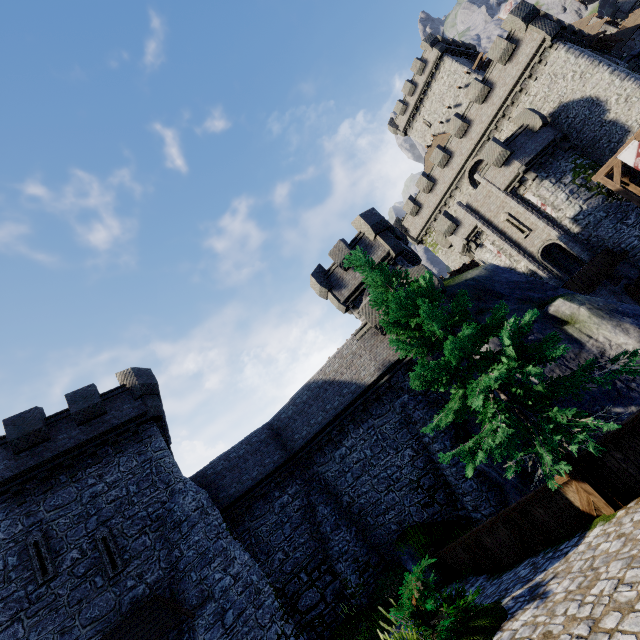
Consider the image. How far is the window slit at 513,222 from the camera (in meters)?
26.39

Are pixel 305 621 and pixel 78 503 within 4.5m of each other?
no

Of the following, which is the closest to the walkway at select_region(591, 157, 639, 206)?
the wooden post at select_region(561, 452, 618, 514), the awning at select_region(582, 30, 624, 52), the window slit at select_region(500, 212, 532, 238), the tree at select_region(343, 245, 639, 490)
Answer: the window slit at select_region(500, 212, 532, 238)

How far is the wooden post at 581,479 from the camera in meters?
7.4

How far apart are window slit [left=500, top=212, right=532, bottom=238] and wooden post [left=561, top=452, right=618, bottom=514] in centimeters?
2380cm

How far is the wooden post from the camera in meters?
7.4

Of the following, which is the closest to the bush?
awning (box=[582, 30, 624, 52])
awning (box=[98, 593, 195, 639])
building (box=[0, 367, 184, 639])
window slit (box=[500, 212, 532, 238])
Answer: awning (box=[98, 593, 195, 639])

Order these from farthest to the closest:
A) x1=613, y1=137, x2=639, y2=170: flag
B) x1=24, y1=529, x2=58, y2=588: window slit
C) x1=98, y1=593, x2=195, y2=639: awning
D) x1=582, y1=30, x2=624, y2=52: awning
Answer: x1=582, y1=30, x2=624, y2=52: awning < x1=613, y1=137, x2=639, y2=170: flag < x1=24, y1=529, x2=58, y2=588: window slit < x1=98, y1=593, x2=195, y2=639: awning
